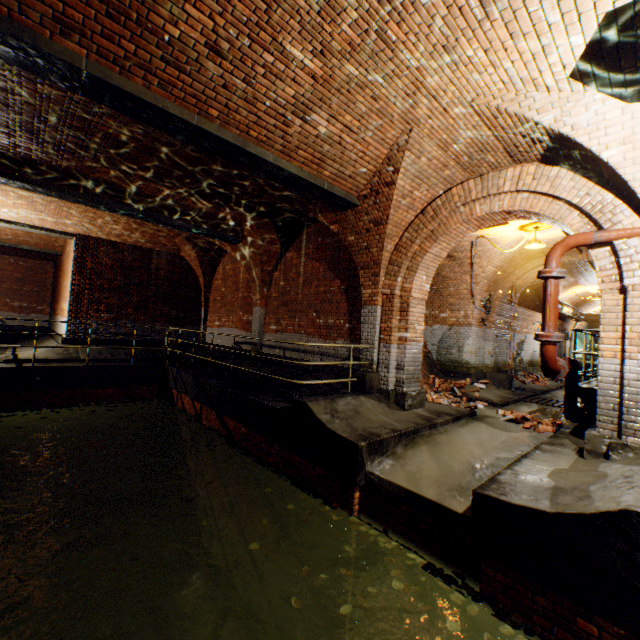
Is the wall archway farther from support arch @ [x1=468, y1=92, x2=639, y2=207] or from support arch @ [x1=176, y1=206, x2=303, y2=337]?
support arch @ [x1=176, y1=206, x2=303, y2=337]

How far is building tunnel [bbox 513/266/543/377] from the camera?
13.0m

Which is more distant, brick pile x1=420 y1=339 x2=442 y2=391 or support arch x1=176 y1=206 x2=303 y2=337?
brick pile x1=420 y1=339 x2=442 y2=391

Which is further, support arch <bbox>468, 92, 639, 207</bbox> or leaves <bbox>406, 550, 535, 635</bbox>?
support arch <bbox>468, 92, 639, 207</bbox>

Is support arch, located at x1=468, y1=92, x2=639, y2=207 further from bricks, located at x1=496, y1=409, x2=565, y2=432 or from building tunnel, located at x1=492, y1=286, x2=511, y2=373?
bricks, located at x1=496, y1=409, x2=565, y2=432

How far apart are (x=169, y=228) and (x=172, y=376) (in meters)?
5.12

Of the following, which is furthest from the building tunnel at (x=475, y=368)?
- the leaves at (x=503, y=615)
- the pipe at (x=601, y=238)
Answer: the leaves at (x=503, y=615)

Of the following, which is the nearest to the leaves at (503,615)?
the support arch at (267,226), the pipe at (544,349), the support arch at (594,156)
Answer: the support arch at (594,156)
